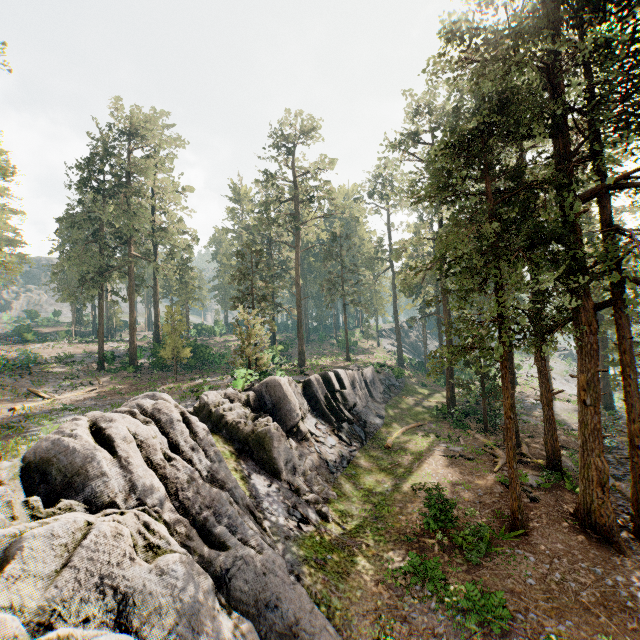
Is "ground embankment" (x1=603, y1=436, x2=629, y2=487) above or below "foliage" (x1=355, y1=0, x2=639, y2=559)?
below

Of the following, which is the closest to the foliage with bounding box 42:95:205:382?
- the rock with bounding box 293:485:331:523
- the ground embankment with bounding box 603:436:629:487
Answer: the ground embankment with bounding box 603:436:629:487

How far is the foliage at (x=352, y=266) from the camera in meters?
42.8

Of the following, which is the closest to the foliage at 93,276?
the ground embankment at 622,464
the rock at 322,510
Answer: the ground embankment at 622,464

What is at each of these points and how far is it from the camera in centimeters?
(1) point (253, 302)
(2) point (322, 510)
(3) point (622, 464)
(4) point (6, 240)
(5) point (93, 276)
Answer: (1) foliage, 3234cm
(2) rock, 1478cm
(3) ground embankment, 2122cm
(4) foliage, 5281cm
(5) foliage, 3622cm

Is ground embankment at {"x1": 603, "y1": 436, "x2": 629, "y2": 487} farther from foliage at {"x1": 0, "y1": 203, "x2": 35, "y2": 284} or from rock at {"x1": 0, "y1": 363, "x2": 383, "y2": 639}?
rock at {"x1": 0, "y1": 363, "x2": 383, "y2": 639}

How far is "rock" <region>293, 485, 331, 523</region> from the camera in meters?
14.7
